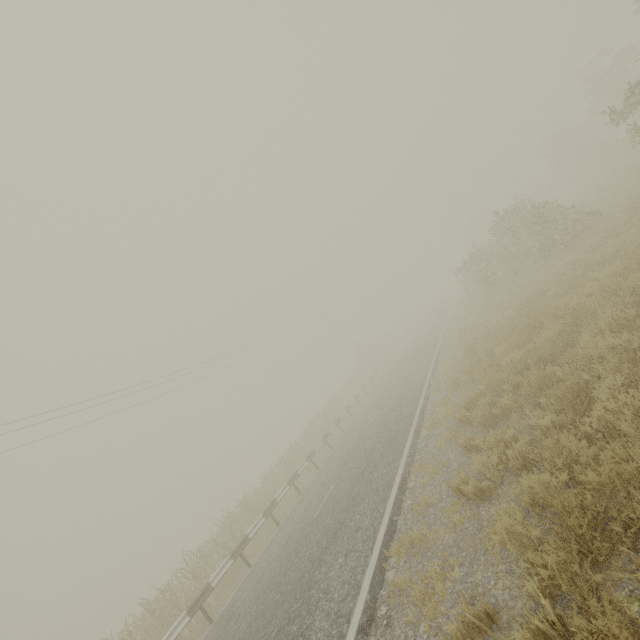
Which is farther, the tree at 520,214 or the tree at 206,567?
the tree at 520,214

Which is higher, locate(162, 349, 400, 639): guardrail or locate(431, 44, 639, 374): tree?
locate(431, 44, 639, 374): tree

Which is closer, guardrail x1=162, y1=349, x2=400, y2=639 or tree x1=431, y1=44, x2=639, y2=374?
guardrail x1=162, y1=349, x2=400, y2=639

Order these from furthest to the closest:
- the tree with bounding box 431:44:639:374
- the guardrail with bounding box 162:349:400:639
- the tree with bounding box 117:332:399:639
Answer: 1. the tree with bounding box 431:44:639:374
2. the tree with bounding box 117:332:399:639
3. the guardrail with bounding box 162:349:400:639

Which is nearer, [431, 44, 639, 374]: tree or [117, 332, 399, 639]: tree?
[117, 332, 399, 639]: tree

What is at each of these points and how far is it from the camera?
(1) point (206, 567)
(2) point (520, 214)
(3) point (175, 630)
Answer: (1) tree, 12.6 meters
(2) tree, 17.6 meters
(3) guardrail, 9.1 meters

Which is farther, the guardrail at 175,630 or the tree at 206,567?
the tree at 206,567
